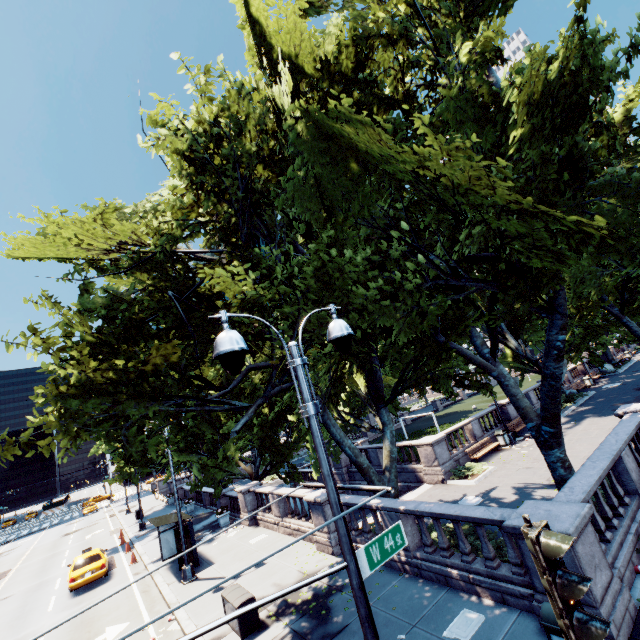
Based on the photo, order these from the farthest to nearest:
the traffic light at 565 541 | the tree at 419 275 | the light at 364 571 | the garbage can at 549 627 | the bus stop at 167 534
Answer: the bus stop at 167 534
the tree at 419 275
the garbage can at 549 627
the light at 364 571
the traffic light at 565 541

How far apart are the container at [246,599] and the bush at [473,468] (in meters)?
11.94

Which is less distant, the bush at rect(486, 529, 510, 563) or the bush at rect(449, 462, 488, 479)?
the bush at rect(486, 529, 510, 563)

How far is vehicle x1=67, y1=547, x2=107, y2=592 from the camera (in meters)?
17.78

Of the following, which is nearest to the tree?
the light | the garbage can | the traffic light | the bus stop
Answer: the light

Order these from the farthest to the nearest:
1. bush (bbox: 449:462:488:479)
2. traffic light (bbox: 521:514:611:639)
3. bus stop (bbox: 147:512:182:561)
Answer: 1. bush (bbox: 449:462:488:479)
2. bus stop (bbox: 147:512:182:561)
3. traffic light (bbox: 521:514:611:639)

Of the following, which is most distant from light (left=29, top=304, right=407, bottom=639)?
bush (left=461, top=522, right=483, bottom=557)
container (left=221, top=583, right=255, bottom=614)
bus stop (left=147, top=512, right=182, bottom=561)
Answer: bus stop (left=147, top=512, right=182, bottom=561)

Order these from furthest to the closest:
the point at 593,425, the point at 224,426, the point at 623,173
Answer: the point at 224,426, the point at 593,425, the point at 623,173
